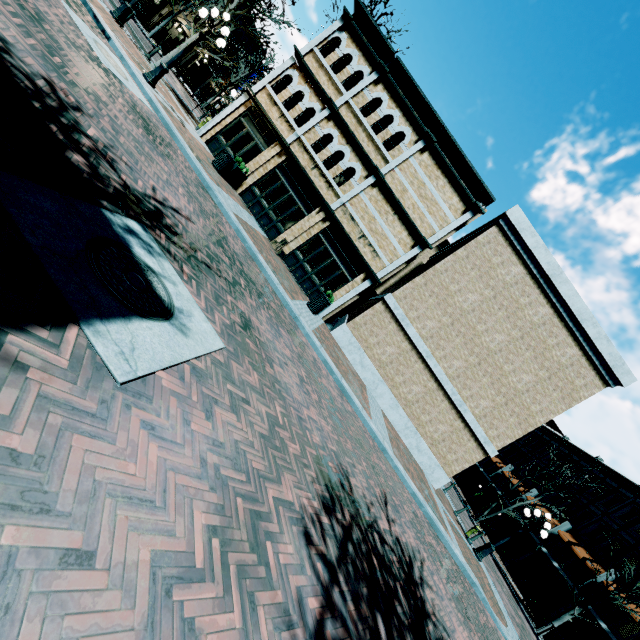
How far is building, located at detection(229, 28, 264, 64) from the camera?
34.94m

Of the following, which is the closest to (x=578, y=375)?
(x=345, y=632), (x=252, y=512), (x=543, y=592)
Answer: (x=345, y=632)

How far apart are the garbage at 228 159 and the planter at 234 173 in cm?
5

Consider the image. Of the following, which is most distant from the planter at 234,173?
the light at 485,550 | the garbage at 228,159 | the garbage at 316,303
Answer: the light at 485,550

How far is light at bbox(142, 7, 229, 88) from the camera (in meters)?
10.85

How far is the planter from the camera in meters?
14.4

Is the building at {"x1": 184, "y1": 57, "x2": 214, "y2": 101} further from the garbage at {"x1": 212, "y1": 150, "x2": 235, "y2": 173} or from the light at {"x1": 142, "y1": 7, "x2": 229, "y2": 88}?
the light at {"x1": 142, "y1": 7, "x2": 229, "y2": 88}
